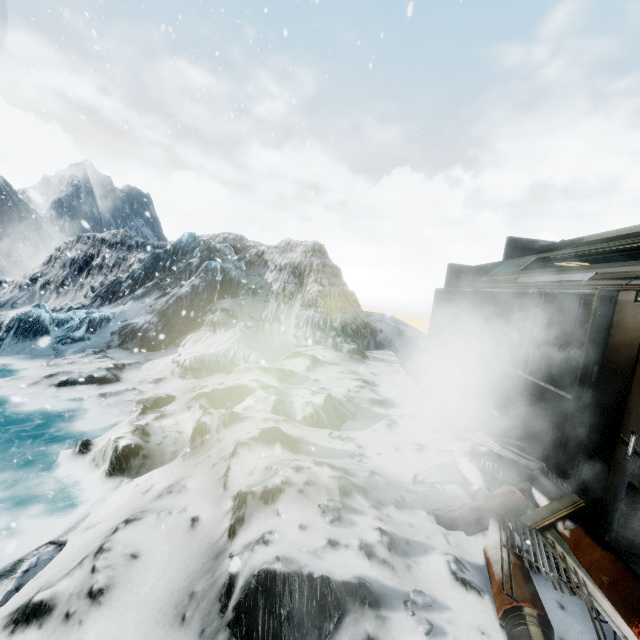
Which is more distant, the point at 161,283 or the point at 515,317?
the point at 161,283

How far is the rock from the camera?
2.5m

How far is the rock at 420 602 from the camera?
2.5 meters
